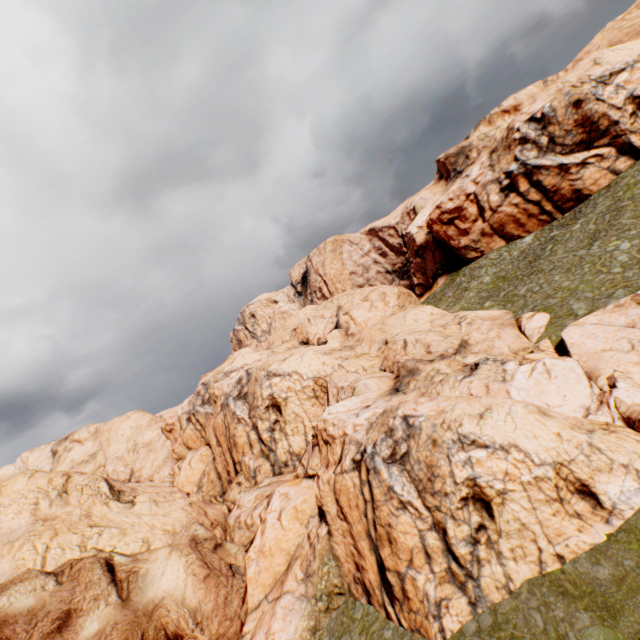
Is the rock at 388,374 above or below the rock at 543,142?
below

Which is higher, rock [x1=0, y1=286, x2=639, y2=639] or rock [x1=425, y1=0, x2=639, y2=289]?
rock [x1=425, y1=0, x2=639, y2=289]

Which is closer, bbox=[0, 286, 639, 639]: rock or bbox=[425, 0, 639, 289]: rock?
bbox=[0, 286, 639, 639]: rock

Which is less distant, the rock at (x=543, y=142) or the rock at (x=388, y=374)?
the rock at (x=388, y=374)

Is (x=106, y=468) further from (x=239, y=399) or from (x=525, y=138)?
(x=525, y=138)
